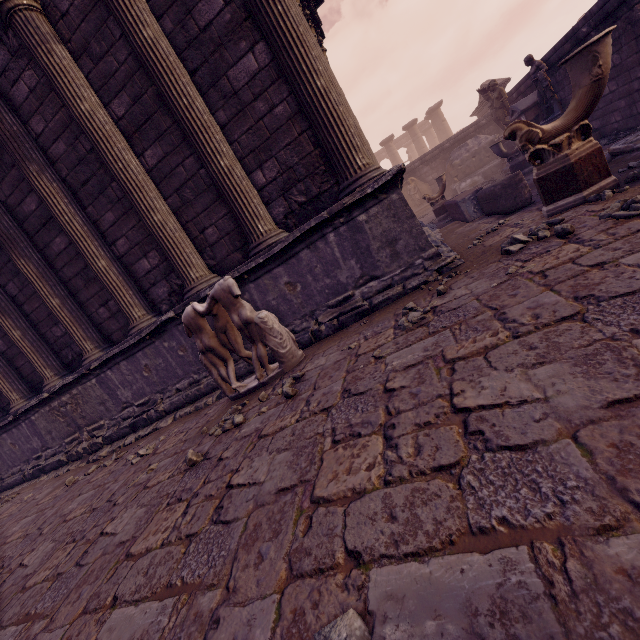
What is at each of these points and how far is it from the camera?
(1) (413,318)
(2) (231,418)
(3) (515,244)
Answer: (1) stone, 2.8 meters
(2) stone, 3.2 meters
(3) stone, 3.0 meters

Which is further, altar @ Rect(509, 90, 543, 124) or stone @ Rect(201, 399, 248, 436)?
altar @ Rect(509, 90, 543, 124)

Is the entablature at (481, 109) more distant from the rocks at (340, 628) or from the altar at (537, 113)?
the rocks at (340, 628)

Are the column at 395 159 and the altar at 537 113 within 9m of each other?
no

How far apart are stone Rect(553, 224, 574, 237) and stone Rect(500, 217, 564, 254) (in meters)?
0.13

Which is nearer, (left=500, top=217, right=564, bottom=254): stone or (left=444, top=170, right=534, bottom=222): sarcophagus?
(left=500, top=217, right=564, bottom=254): stone

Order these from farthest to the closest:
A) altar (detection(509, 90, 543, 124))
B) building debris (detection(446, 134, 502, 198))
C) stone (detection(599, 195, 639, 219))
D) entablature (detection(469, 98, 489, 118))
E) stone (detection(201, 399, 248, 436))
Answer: entablature (detection(469, 98, 489, 118)), building debris (detection(446, 134, 502, 198)), altar (detection(509, 90, 543, 124)), stone (detection(201, 399, 248, 436)), stone (detection(599, 195, 639, 219))

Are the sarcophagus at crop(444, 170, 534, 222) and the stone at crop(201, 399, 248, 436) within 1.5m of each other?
no
